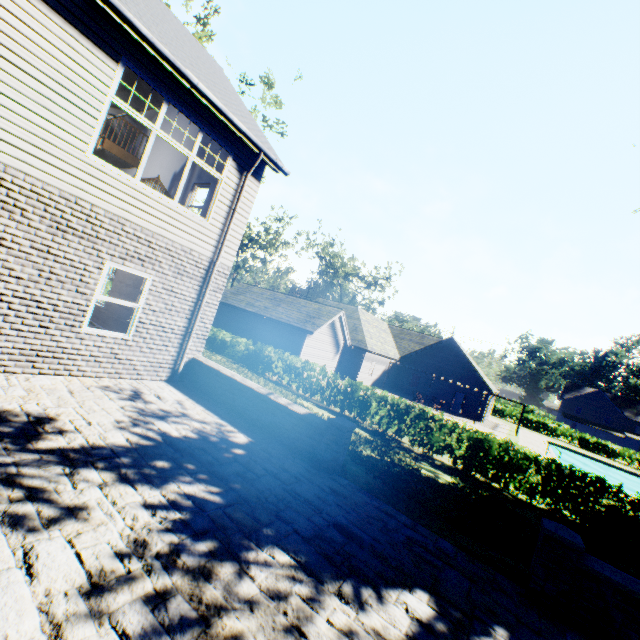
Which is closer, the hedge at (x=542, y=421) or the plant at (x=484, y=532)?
the plant at (x=484, y=532)

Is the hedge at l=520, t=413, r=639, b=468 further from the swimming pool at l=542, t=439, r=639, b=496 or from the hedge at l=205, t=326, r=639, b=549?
the hedge at l=205, t=326, r=639, b=549

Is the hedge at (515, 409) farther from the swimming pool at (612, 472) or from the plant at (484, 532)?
the swimming pool at (612, 472)

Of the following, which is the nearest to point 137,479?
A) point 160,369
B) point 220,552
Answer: point 220,552

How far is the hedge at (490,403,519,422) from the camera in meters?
46.8 m

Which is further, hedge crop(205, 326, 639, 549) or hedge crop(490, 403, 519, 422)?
hedge crop(490, 403, 519, 422)

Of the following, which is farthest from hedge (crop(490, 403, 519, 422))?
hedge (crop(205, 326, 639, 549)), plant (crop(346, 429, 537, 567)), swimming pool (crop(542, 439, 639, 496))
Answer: hedge (crop(205, 326, 639, 549))

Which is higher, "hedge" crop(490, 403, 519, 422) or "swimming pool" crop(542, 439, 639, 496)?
"hedge" crop(490, 403, 519, 422)
